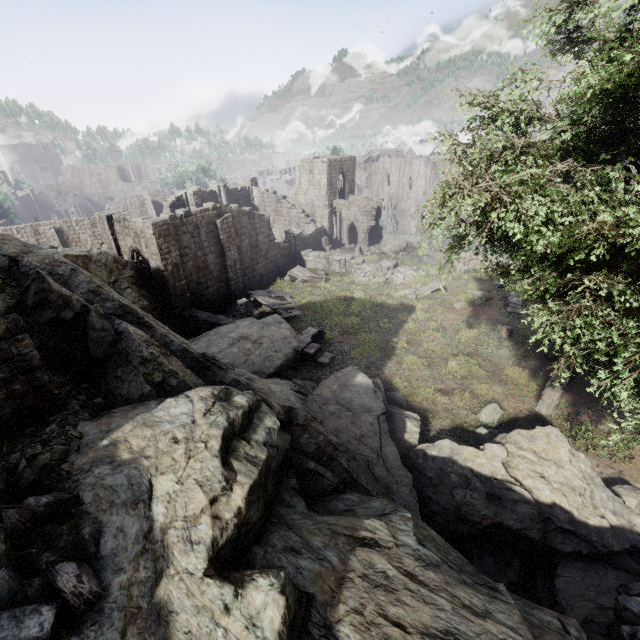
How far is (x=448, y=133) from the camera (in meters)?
9.86

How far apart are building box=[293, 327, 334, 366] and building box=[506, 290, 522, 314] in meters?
11.1 m

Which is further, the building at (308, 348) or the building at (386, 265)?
the building at (386, 265)

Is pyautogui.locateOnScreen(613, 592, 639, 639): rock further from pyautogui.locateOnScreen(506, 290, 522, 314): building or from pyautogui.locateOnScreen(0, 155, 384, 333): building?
pyautogui.locateOnScreen(506, 290, 522, 314): building

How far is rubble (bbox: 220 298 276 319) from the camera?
22.7m

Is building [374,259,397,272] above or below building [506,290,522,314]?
above

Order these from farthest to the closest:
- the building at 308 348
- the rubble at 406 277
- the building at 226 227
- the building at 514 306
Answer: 1. the rubble at 406 277
2. the building at 226 227
3. the building at 514 306
4. the building at 308 348

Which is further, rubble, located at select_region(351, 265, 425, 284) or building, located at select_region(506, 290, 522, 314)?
rubble, located at select_region(351, 265, 425, 284)
